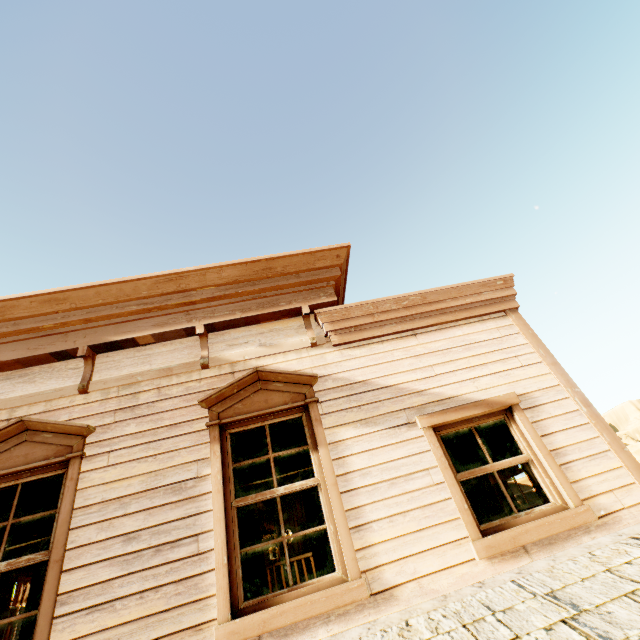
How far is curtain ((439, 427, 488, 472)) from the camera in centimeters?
362cm

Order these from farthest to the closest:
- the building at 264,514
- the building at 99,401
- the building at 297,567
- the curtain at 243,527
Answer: the building at 264,514 < the building at 297,567 < the curtain at 243,527 < the building at 99,401

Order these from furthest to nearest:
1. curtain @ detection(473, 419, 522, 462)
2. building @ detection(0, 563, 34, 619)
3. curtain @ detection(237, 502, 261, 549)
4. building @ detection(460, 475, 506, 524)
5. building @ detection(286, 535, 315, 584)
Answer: building @ detection(286, 535, 315, 584) < building @ detection(0, 563, 34, 619) < building @ detection(460, 475, 506, 524) < curtain @ detection(473, 419, 522, 462) < curtain @ detection(237, 502, 261, 549)

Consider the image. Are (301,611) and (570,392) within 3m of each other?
no

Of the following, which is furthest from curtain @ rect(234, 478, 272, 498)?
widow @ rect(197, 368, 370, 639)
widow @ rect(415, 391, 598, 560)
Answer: widow @ rect(415, 391, 598, 560)

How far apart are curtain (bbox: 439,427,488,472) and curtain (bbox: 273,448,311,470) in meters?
1.3

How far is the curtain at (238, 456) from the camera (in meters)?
3.63

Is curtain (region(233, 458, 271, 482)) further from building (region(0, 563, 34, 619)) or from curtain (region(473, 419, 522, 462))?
curtain (region(473, 419, 522, 462))
